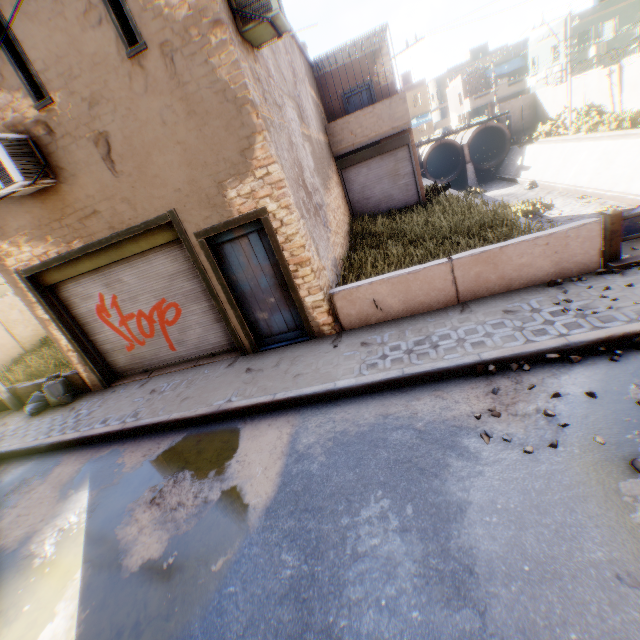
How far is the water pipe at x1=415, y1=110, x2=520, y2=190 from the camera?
29.7m

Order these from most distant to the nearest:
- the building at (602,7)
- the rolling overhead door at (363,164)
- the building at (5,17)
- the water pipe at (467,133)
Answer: the water pipe at (467,133)
the building at (602,7)
the rolling overhead door at (363,164)
the building at (5,17)

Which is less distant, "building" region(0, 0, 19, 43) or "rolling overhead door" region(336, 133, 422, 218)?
"building" region(0, 0, 19, 43)

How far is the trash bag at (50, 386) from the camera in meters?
8.3 m

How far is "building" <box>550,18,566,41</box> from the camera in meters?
27.8

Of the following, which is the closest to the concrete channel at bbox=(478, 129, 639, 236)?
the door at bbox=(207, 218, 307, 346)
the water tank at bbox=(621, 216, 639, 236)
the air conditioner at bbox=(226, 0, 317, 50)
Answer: the water tank at bbox=(621, 216, 639, 236)

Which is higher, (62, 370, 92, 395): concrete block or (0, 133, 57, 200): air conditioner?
(0, 133, 57, 200): air conditioner

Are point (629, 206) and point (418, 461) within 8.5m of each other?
no
